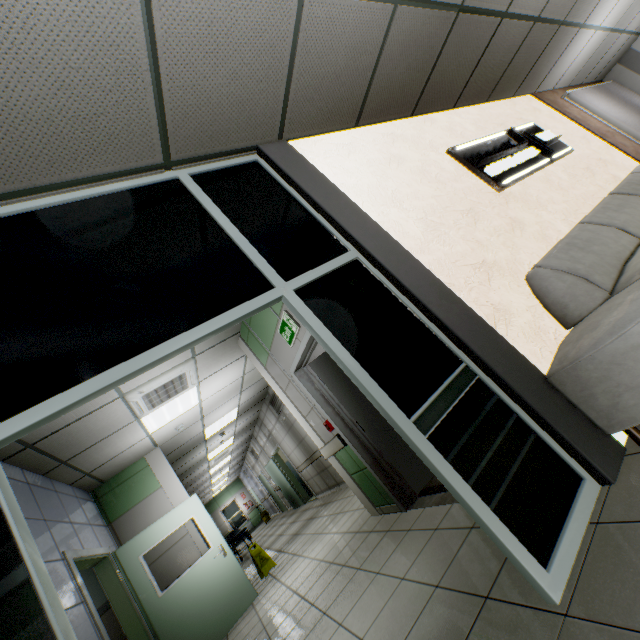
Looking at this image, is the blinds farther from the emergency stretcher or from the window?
the window

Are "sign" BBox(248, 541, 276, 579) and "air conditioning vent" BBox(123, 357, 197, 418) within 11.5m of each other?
yes

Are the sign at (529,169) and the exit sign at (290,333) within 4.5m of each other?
yes

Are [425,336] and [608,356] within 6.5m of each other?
yes

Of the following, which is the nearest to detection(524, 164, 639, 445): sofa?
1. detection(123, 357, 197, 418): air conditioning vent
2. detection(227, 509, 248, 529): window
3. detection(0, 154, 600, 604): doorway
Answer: detection(0, 154, 600, 604): doorway

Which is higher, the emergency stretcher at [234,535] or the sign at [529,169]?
the sign at [529,169]

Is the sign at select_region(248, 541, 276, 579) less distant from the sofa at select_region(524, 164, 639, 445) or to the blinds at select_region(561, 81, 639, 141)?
the sofa at select_region(524, 164, 639, 445)

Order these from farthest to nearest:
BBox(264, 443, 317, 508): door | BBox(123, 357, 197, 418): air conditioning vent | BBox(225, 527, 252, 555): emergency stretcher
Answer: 1. BBox(225, 527, 252, 555): emergency stretcher
2. BBox(264, 443, 317, 508): door
3. BBox(123, 357, 197, 418): air conditioning vent
